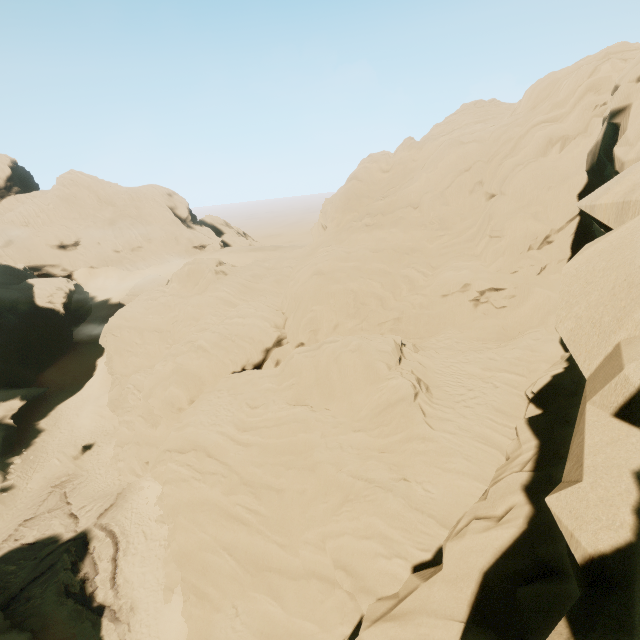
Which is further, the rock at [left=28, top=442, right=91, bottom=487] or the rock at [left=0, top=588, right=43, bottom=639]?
the rock at [left=28, top=442, right=91, bottom=487]

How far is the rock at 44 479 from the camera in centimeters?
3058cm

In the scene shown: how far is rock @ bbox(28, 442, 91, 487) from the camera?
30.58m

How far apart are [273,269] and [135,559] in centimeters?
2874cm

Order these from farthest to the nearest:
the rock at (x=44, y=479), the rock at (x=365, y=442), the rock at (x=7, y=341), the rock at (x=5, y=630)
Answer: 1. the rock at (x=7, y=341)
2. the rock at (x=44, y=479)
3. the rock at (x=5, y=630)
4. the rock at (x=365, y=442)

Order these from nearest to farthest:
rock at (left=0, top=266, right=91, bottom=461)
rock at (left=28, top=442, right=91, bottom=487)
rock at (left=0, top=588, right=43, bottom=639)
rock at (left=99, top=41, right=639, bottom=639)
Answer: rock at (left=99, top=41, right=639, bottom=639) < rock at (left=0, top=588, right=43, bottom=639) < rock at (left=28, top=442, right=91, bottom=487) < rock at (left=0, top=266, right=91, bottom=461)
